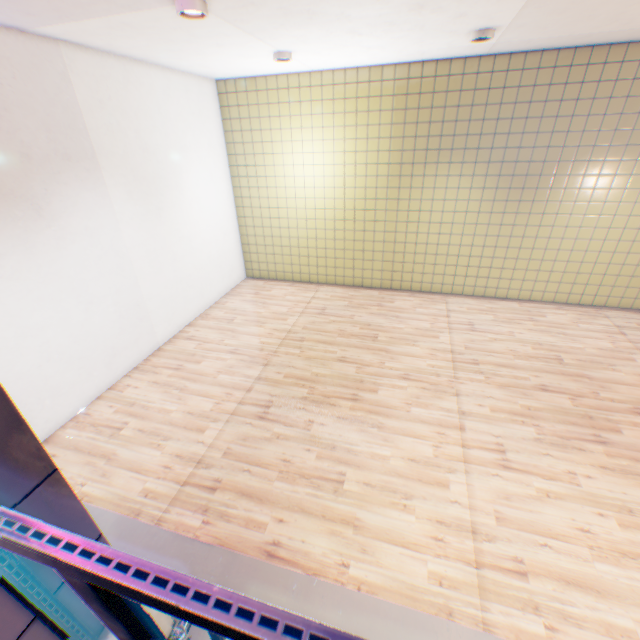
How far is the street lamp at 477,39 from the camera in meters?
4.0 m

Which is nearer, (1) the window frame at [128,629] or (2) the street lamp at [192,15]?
(1) the window frame at [128,629]

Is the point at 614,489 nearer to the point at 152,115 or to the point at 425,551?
the point at 425,551

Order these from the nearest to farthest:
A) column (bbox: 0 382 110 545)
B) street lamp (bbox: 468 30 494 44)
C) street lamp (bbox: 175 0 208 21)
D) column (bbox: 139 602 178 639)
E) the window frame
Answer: the window frame < column (bbox: 0 382 110 545) < column (bbox: 139 602 178 639) < street lamp (bbox: 175 0 208 21) < street lamp (bbox: 468 30 494 44)

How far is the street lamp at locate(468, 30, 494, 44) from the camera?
4.0 meters

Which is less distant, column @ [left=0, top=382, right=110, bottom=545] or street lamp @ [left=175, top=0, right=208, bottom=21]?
column @ [left=0, top=382, right=110, bottom=545]

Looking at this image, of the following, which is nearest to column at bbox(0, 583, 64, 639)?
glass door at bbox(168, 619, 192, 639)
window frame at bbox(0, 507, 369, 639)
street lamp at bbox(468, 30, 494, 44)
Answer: window frame at bbox(0, 507, 369, 639)
